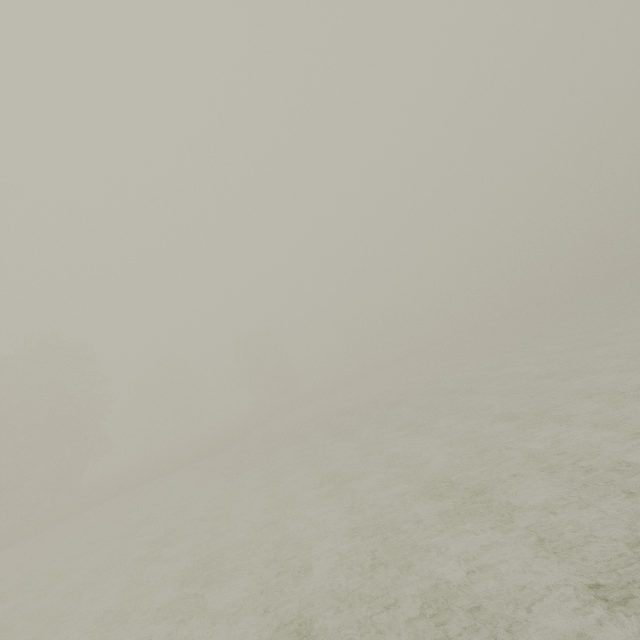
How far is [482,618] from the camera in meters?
5.0
